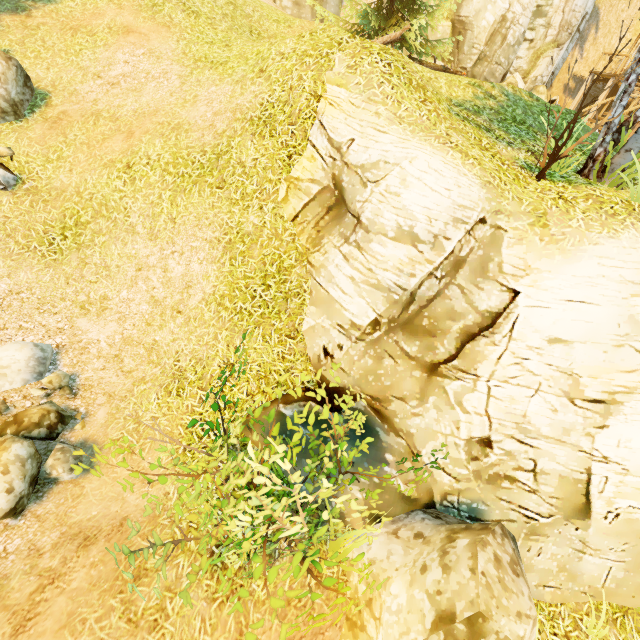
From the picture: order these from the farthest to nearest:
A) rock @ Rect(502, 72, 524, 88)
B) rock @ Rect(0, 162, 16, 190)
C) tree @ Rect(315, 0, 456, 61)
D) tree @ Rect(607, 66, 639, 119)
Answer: rock @ Rect(502, 72, 524, 88) → tree @ Rect(315, 0, 456, 61) → rock @ Rect(0, 162, 16, 190) → tree @ Rect(607, 66, 639, 119)

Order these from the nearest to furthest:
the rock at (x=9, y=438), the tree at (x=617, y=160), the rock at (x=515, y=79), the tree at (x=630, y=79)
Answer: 1. the rock at (x=9, y=438)
2. the tree at (x=630, y=79)
3. the tree at (x=617, y=160)
4. the rock at (x=515, y=79)

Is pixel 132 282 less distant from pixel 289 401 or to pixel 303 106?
pixel 289 401

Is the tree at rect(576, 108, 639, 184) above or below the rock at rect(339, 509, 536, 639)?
above

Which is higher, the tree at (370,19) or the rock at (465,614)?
the tree at (370,19)

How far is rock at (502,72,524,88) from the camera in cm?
1802

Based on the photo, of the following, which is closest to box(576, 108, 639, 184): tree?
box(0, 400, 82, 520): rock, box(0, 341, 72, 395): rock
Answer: box(0, 341, 72, 395): rock

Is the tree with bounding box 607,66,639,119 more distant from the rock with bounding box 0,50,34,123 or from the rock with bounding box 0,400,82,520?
the rock with bounding box 0,400,82,520
